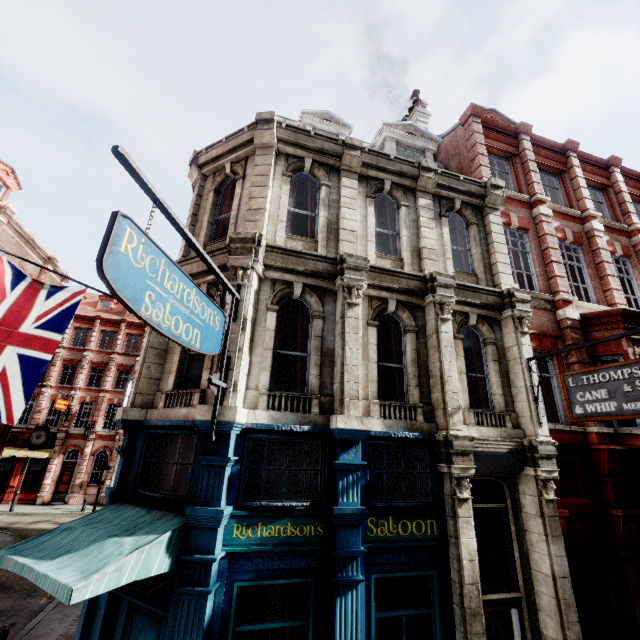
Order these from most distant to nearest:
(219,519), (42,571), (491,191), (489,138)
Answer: (489,138)
(491,191)
(219,519)
(42,571)

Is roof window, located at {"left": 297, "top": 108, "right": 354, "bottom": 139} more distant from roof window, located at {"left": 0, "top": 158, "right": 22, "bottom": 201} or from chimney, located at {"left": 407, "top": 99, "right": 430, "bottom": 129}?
roof window, located at {"left": 0, "top": 158, "right": 22, "bottom": 201}

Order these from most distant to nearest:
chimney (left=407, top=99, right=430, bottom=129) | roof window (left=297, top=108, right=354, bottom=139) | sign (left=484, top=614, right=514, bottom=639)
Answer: chimney (left=407, top=99, right=430, bottom=129)
roof window (left=297, top=108, right=354, bottom=139)
sign (left=484, top=614, right=514, bottom=639)

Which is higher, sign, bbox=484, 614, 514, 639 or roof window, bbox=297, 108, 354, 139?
roof window, bbox=297, 108, 354, 139

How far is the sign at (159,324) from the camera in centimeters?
335cm

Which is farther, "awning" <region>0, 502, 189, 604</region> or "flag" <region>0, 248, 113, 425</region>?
"flag" <region>0, 248, 113, 425</region>

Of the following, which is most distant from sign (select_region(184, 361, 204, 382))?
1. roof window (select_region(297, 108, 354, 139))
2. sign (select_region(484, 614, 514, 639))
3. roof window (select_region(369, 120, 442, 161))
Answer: roof window (select_region(369, 120, 442, 161))

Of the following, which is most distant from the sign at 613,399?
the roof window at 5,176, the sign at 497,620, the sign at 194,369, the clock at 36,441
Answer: the clock at 36,441
